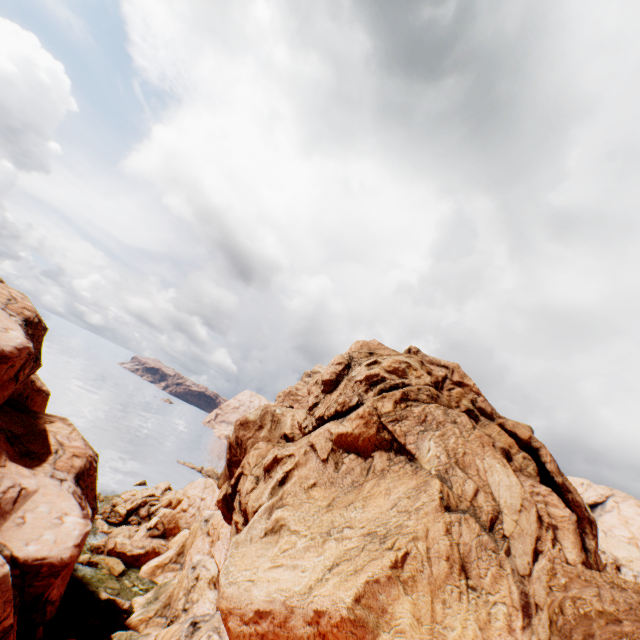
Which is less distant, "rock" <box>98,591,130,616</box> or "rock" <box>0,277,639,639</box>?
"rock" <box>0,277,639,639</box>

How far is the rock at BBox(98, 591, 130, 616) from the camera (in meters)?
31.27

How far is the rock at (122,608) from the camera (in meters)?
31.27

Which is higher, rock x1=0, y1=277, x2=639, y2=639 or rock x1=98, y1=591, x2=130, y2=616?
rock x1=0, y1=277, x2=639, y2=639

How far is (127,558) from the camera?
40.8 meters

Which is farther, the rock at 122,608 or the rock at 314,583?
the rock at 122,608
